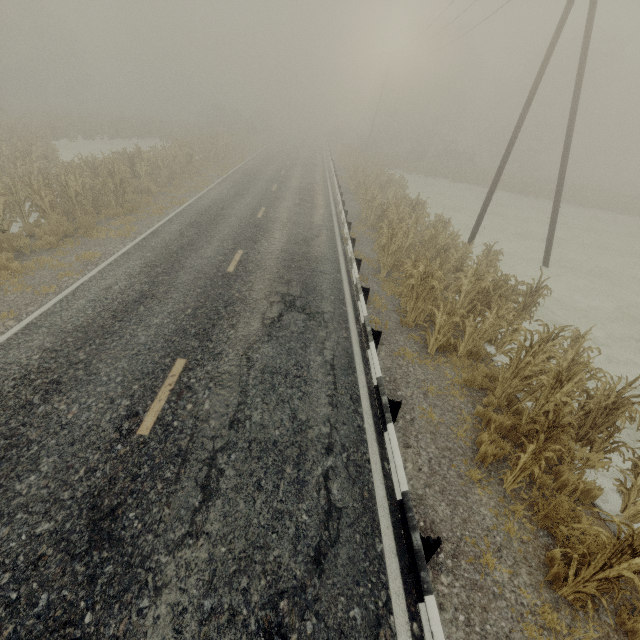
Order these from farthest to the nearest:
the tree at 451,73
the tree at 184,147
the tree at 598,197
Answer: the tree at 598,197, the tree at 184,147, the tree at 451,73

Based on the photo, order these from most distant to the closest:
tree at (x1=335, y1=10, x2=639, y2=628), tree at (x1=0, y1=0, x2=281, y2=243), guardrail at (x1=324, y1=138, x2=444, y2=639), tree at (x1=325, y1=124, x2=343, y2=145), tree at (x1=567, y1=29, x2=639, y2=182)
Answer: tree at (x1=325, y1=124, x2=343, y2=145) < tree at (x1=567, y1=29, x2=639, y2=182) < tree at (x1=0, y1=0, x2=281, y2=243) < tree at (x1=335, y1=10, x2=639, y2=628) < guardrail at (x1=324, y1=138, x2=444, y2=639)

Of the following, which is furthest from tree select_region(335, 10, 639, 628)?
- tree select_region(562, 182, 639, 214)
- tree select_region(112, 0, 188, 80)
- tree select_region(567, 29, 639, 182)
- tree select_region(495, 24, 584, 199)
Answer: tree select_region(112, 0, 188, 80)

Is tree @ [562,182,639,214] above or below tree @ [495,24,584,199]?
below

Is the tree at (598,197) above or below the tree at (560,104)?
below

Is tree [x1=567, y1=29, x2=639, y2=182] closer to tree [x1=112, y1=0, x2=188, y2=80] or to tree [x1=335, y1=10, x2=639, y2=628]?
tree [x1=335, y1=10, x2=639, y2=628]

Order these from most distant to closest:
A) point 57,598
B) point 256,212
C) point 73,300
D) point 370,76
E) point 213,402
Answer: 1. point 370,76
2. point 256,212
3. point 73,300
4. point 213,402
5. point 57,598

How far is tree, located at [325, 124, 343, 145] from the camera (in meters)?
53.85
